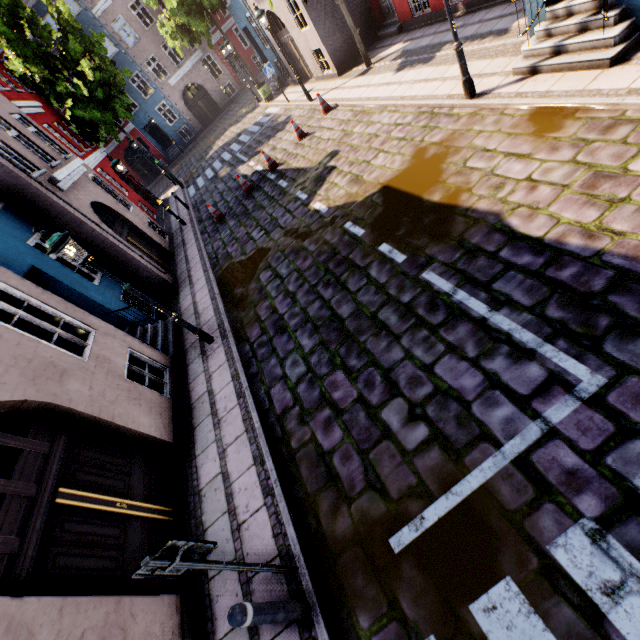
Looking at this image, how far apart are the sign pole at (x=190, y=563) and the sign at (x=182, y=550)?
0.04m

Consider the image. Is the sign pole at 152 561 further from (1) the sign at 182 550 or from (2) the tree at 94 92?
(2) the tree at 94 92

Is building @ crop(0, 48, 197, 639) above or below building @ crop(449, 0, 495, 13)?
above

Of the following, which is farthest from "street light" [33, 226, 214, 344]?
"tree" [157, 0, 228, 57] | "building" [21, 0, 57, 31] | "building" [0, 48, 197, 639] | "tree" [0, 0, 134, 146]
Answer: "tree" [157, 0, 228, 57]

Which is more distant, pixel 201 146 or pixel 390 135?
pixel 201 146

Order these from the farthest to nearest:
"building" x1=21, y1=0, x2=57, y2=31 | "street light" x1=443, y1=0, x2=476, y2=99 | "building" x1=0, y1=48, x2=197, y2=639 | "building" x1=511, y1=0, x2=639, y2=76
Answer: "building" x1=21, y1=0, x2=57, y2=31
"street light" x1=443, y1=0, x2=476, y2=99
"building" x1=511, y1=0, x2=639, y2=76
"building" x1=0, y1=48, x2=197, y2=639

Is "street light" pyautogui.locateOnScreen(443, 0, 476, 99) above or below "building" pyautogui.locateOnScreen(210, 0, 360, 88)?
below

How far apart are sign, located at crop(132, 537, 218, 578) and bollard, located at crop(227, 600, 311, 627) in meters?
0.5 m
